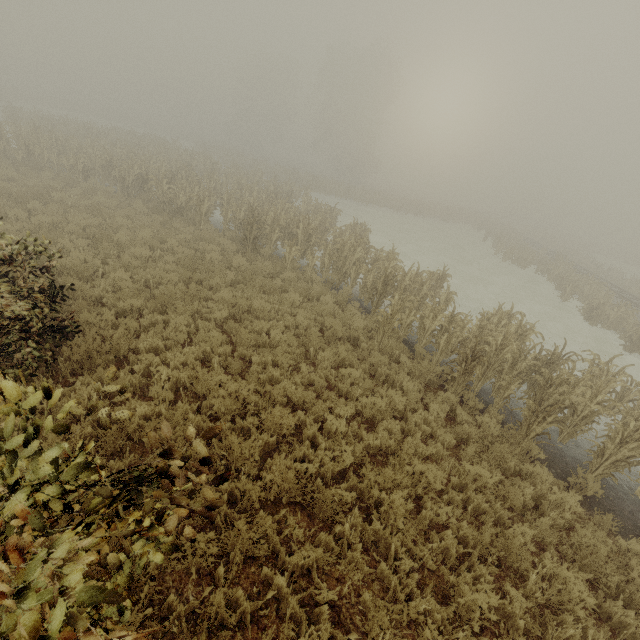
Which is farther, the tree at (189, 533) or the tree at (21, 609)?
the tree at (189, 533)

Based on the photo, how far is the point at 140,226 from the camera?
12.70m

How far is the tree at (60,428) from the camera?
1.91m

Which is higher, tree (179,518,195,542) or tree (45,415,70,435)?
tree (45,415,70,435)

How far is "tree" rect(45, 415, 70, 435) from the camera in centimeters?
191cm

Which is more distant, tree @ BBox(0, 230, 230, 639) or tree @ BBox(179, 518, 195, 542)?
tree @ BBox(179, 518, 195, 542)
